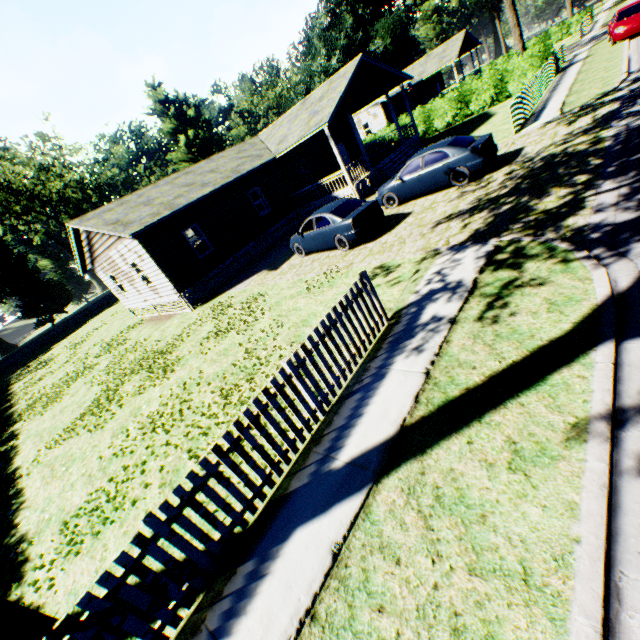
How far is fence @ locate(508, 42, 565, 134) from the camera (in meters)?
14.30

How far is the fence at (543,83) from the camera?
14.3m

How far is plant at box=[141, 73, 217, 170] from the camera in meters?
51.5

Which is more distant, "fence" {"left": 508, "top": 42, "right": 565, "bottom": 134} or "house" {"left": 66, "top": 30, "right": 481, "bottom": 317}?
"house" {"left": 66, "top": 30, "right": 481, "bottom": 317}

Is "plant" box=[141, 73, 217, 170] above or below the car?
above

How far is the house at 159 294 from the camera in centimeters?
1623cm

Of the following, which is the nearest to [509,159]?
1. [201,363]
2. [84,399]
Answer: [201,363]

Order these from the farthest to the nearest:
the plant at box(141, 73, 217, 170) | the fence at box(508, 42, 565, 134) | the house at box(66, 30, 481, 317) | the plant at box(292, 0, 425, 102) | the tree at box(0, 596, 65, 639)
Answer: the plant at box(141, 73, 217, 170) < the plant at box(292, 0, 425, 102) < the house at box(66, 30, 481, 317) < the fence at box(508, 42, 565, 134) < the tree at box(0, 596, 65, 639)
